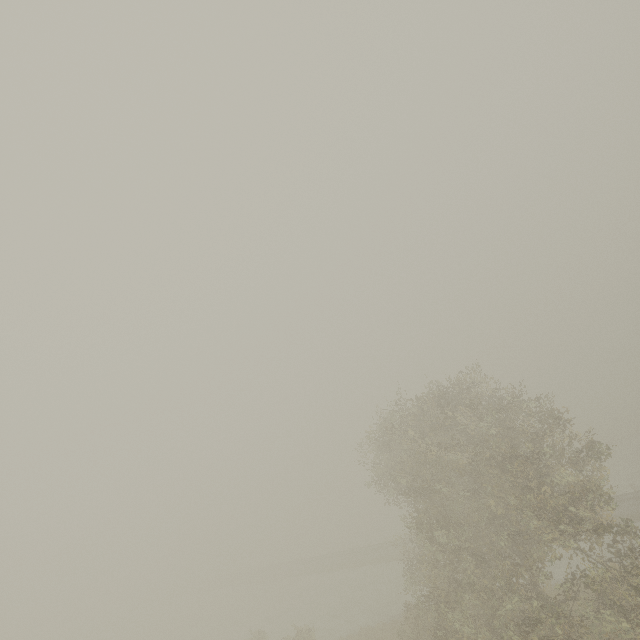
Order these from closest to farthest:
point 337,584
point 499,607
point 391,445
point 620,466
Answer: point 499,607, point 391,445, point 337,584, point 620,466
